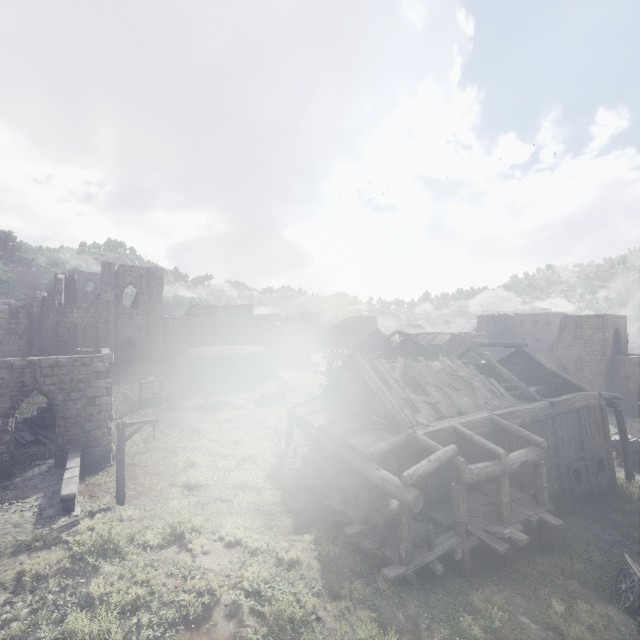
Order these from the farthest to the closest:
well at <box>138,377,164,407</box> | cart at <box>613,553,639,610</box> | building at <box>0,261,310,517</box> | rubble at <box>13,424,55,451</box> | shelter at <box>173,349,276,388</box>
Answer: shelter at <box>173,349,276,388</box>
well at <box>138,377,164,407</box>
rubble at <box>13,424,55,451</box>
building at <box>0,261,310,517</box>
cart at <box>613,553,639,610</box>

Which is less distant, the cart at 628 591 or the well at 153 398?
the cart at 628 591

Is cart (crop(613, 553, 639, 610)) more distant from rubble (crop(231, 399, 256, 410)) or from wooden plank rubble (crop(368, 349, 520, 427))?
rubble (crop(231, 399, 256, 410))

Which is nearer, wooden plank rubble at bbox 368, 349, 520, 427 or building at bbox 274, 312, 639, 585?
building at bbox 274, 312, 639, 585

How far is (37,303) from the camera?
30.2m

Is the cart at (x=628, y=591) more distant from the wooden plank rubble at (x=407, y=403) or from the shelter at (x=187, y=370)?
the shelter at (x=187, y=370)

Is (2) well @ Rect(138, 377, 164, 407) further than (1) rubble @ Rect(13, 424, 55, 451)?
Yes

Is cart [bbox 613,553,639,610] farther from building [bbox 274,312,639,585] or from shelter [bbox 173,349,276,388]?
shelter [bbox 173,349,276,388]
